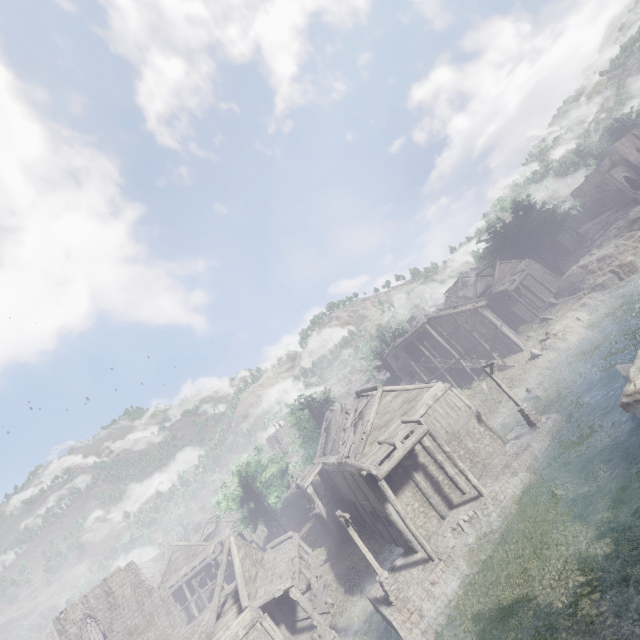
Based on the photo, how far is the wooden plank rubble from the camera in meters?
21.6 m

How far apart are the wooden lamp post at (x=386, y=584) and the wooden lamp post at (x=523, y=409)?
13.0m

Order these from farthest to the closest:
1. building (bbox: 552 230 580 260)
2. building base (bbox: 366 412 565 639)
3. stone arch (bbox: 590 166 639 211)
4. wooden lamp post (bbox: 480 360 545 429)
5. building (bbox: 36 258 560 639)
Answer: building (bbox: 552 230 580 260)
stone arch (bbox: 590 166 639 211)
wooden lamp post (bbox: 480 360 545 429)
building (bbox: 36 258 560 639)
building base (bbox: 366 412 565 639)

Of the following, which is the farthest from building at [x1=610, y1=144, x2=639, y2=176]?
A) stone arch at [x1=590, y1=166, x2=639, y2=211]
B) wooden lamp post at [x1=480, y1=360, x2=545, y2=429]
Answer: wooden lamp post at [x1=480, y1=360, x2=545, y2=429]

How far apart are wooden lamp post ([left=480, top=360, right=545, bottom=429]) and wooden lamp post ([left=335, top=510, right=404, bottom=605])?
13.05m

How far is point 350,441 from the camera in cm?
2273

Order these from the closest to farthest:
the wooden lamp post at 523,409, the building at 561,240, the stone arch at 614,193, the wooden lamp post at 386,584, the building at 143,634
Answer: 1. the wooden lamp post at 386,584
2. the building at 143,634
3. the wooden lamp post at 523,409
4. the stone arch at 614,193
5. the building at 561,240

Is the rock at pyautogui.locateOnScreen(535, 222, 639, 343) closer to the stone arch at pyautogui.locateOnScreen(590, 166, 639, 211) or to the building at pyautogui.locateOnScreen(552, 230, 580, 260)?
the building at pyautogui.locateOnScreen(552, 230, 580, 260)
